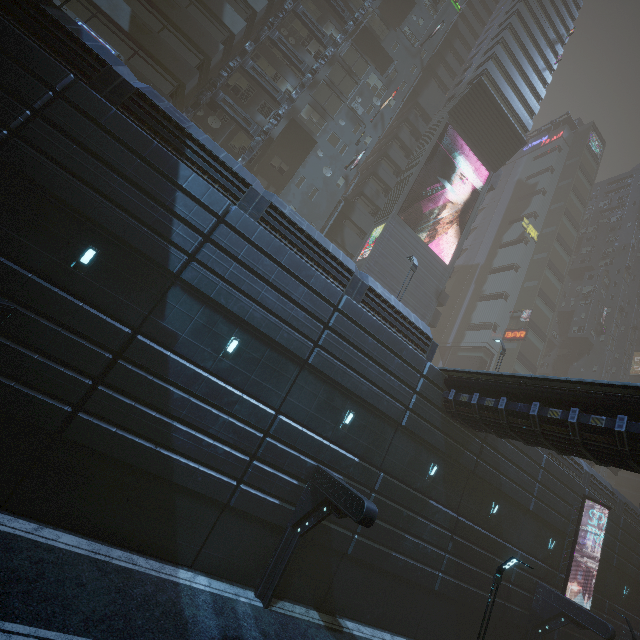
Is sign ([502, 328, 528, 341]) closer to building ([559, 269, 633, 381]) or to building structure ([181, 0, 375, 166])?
building ([559, 269, 633, 381])

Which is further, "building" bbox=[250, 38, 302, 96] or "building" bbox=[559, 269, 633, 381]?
"building" bbox=[559, 269, 633, 381]

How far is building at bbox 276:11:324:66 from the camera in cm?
2848

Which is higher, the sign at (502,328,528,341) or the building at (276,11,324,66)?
the building at (276,11,324,66)

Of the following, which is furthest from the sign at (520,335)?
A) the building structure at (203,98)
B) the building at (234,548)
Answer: the building structure at (203,98)

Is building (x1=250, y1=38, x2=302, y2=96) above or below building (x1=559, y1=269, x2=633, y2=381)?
below

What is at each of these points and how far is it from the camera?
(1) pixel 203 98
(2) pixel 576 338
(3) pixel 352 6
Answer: (1) building structure, 22.5m
(2) building, 57.1m
(3) building, 32.1m
